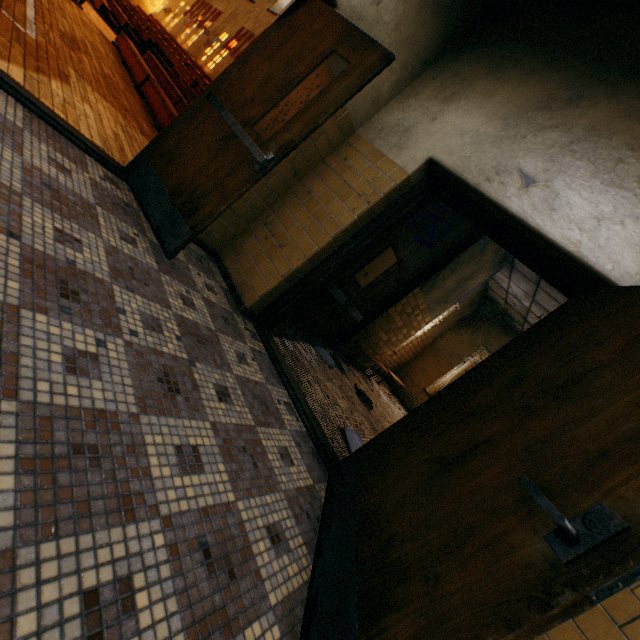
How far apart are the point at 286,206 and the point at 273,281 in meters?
0.9

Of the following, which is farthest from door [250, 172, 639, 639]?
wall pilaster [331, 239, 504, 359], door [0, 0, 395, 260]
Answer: wall pilaster [331, 239, 504, 359]

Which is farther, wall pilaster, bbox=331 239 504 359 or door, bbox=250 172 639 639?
wall pilaster, bbox=331 239 504 359

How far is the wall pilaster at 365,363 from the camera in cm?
707

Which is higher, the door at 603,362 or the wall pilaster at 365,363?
the door at 603,362

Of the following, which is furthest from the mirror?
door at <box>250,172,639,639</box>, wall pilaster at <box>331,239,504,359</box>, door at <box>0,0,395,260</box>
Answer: door at <box>0,0,395,260</box>

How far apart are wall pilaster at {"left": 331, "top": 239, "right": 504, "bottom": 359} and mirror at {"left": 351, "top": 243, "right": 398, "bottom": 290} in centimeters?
90cm
